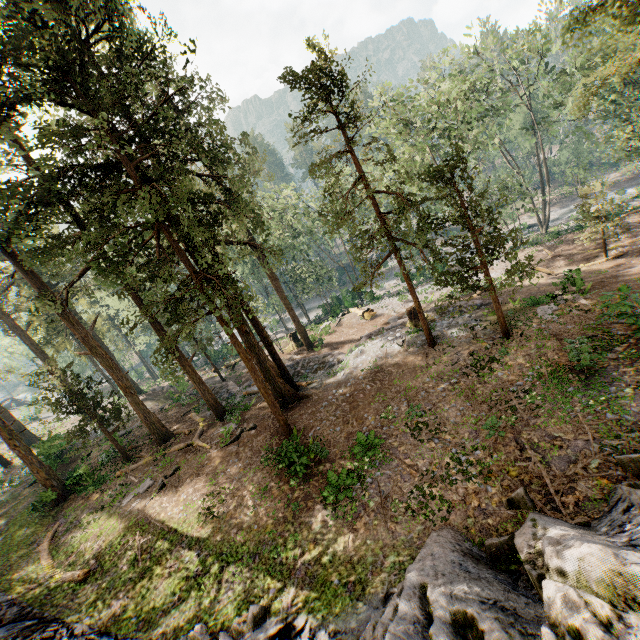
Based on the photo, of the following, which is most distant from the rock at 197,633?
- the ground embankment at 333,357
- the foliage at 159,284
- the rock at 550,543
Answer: the ground embankment at 333,357

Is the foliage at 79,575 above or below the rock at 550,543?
below

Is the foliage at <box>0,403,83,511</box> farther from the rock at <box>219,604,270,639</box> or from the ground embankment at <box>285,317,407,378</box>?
the rock at <box>219,604,270,639</box>

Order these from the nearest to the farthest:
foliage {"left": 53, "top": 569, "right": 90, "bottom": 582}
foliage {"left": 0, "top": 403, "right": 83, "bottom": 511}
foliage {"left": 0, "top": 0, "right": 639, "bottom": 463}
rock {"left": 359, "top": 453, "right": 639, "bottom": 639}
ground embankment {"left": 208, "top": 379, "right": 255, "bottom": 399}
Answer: rock {"left": 359, "top": 453, "right": 639, "bottom": 639} < foliage {"left": 0, "top": 0, "right": 639, "bottom": 463} < foliage {"left": 53, "top": 569, "right": 90, "bottom": 582} < foliage {"left": 0, "top": 403, "right": 83, "bottom": 511} < ground embankment {"left": 208, "top": 379, "right": 255, "bottom": 399}

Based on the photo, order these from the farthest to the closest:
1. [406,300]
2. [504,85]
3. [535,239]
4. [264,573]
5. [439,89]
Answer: [535,239] < [406,300] < [504,85] < [439,89] < [264,573]

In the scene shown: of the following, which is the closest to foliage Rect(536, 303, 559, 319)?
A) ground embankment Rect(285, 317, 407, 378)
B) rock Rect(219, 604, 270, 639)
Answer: ground embankment Rect(285, 317, 407, 378)

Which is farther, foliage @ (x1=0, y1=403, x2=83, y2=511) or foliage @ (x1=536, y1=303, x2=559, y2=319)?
foliage @ (x1=0, y1=403, x2=83, y2=511)
